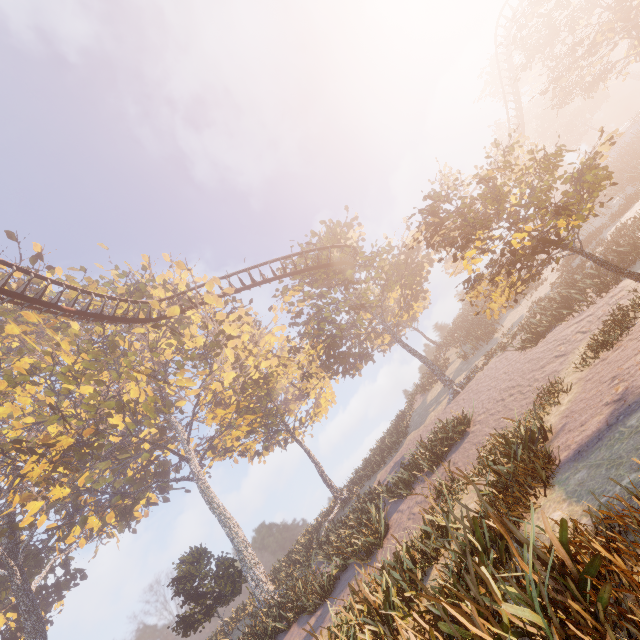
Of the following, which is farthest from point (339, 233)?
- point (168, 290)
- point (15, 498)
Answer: point (15, 498)

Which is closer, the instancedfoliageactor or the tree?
the instancedfoliageactor

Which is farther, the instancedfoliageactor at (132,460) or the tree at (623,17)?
the tree at (623,17)
